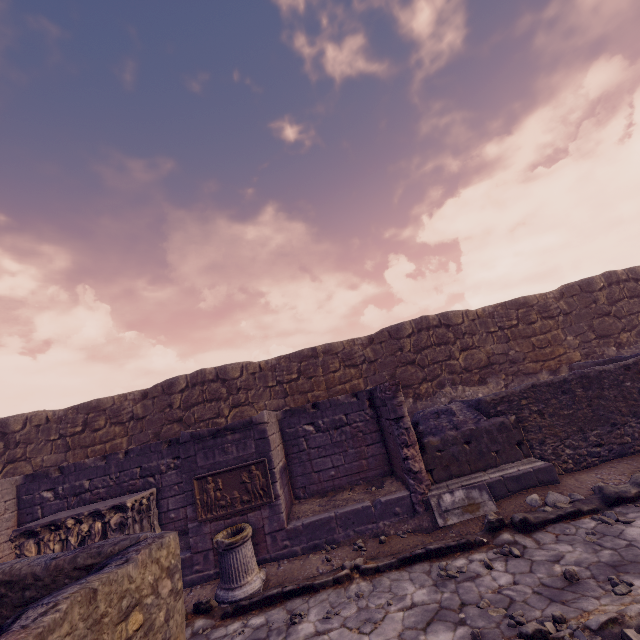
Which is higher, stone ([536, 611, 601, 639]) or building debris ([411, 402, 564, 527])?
building debris ([411, 402, 564, 527])

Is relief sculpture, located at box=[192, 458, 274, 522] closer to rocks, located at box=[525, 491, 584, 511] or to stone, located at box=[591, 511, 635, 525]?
rocks, located at box=[525, 491, 584, 511]

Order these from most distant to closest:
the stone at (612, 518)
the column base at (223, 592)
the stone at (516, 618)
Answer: the column base at (223, 592) < the stone at (612, 518) < the stone at (516, 618)

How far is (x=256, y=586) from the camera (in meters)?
5.50

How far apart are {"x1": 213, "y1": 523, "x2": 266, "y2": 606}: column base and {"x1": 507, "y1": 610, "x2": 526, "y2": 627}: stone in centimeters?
391cm

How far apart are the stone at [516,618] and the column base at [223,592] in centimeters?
391cm

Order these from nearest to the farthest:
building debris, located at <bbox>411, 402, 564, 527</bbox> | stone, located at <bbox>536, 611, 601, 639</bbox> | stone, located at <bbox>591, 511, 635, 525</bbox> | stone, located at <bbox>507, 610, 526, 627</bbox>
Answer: stone, located at <bbox>536, 611, 601, 639</bbox> → stone, located at <bbox>507, 610, 526, 627</bbox> → stone, located at <bbox>591, 511, 635, 525</bbox> → building debris, located at <bbox>411, 402, 564, 527</bbox>

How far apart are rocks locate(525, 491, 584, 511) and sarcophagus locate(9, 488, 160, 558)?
7.8 meters
